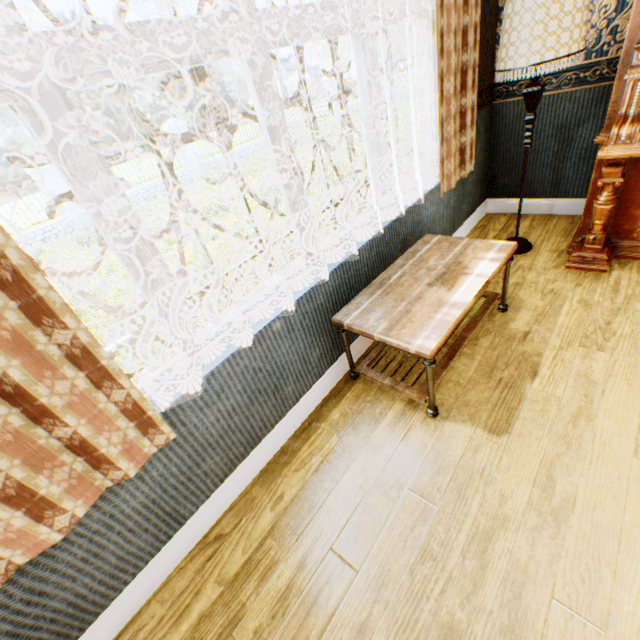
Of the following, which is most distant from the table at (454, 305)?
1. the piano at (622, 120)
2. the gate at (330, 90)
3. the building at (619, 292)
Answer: the gate at (330, 90)

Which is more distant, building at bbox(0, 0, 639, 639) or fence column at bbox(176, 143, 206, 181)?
fence column at bbox(176, 143, 206, 181)

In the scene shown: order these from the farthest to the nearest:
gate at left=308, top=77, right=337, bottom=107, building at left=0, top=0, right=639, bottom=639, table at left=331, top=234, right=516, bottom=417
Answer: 1. gate at left=308, top=77, right=337, bottom=107
2. table at left=331, top=234, right=516, bottom=417
3. building at left=0, top=0, right=639, bottom=639

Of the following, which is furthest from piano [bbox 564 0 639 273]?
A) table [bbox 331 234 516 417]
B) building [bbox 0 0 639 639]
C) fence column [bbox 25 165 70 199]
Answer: fence column [bbox 25 165 70 199]

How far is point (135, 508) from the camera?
1.35m

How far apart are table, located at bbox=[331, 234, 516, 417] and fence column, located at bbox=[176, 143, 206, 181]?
15.2 meters

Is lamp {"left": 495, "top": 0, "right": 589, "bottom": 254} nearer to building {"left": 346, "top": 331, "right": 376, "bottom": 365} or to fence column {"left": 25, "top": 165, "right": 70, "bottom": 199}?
building {"left": 346, "top": 331, "right": 376, "bottom": 365}

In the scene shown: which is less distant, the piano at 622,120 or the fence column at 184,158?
the piano at 622,120
